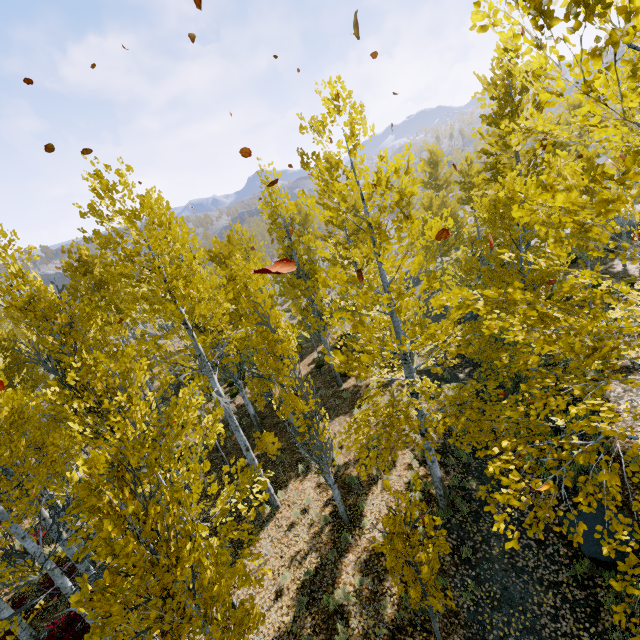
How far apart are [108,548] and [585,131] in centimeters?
664cm

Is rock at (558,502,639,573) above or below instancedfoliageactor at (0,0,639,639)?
below

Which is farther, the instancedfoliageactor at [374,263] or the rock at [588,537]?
the rock at [588,537]

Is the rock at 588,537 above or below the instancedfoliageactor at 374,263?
below

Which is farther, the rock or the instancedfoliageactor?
the rock
